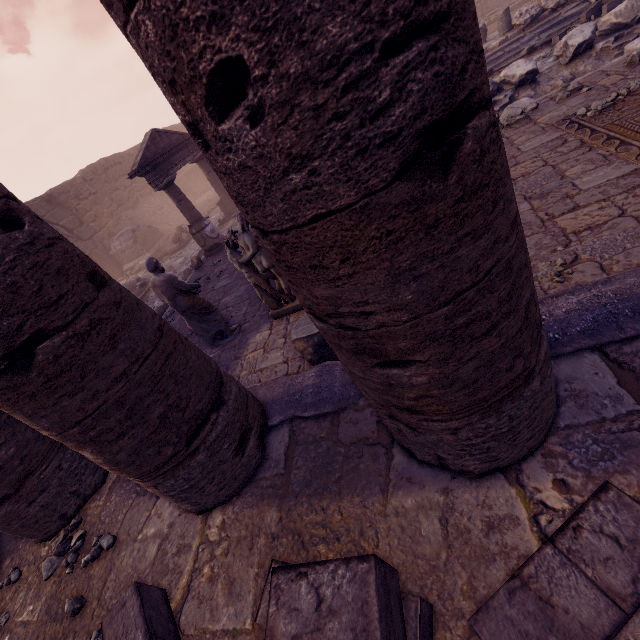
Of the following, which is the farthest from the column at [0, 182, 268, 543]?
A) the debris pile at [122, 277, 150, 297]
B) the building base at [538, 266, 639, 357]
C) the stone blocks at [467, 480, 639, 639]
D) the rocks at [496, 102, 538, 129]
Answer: the debris pile at [122, 277, 150, 297]

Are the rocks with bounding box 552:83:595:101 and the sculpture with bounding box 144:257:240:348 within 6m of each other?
no

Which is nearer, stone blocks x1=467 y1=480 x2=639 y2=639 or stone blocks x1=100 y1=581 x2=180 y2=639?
stone blocks x1=467 y1=480 x2=639 y2=639

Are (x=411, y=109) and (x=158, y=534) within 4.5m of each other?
yes

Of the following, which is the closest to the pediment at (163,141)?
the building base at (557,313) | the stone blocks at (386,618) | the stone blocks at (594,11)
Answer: the building base at (557,313)

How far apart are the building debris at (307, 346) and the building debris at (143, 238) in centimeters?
1568cm

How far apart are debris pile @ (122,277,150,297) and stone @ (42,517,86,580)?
11.8m

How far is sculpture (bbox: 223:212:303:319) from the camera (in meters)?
4.81
